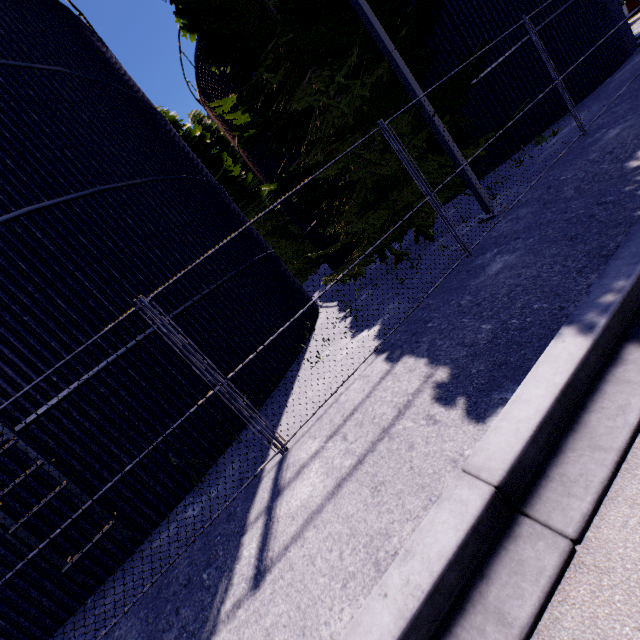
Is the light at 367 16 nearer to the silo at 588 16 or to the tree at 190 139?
the tree at 190 139

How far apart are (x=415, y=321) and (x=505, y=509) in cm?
379

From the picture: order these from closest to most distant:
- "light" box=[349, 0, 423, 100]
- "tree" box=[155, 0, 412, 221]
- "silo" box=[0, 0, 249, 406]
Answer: "silo" box=[0, 0, 249, 406] → "light" box=[349, 0, 423, 100] → "tree" box=[155, 0, 412, 221]

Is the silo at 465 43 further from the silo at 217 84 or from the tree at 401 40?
the silo at 217 84

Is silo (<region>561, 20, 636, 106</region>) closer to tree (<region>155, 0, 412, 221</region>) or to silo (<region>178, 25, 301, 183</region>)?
tree (<region>155, 0, 412, 221</region>)

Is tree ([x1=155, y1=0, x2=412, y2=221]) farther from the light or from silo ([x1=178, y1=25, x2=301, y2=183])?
silo ([x1=178, y1=25, x2=301, y2=183])

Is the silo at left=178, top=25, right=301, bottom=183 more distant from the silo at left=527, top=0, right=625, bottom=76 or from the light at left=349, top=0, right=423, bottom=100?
the light at left=349, top=0, right=423, bottom=100

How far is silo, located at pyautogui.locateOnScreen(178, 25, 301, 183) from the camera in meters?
14.8 m
